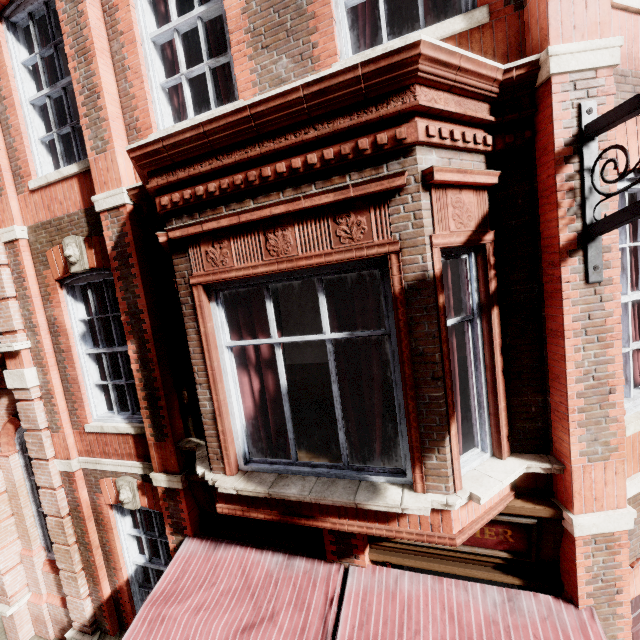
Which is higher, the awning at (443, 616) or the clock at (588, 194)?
the clock at (588, 194)

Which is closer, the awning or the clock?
the clock

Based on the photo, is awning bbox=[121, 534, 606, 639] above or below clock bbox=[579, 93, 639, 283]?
below

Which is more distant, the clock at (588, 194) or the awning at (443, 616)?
the awning at (443, 616)

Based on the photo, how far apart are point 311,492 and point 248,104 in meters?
3.5
